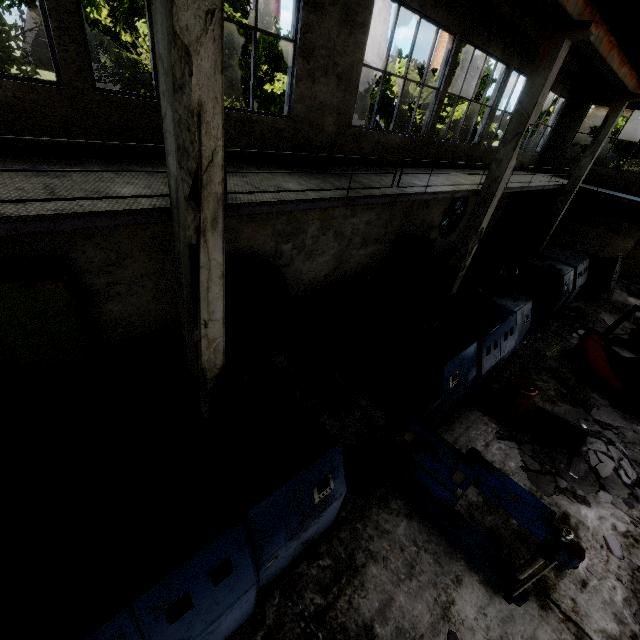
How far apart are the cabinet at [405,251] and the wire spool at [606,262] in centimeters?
790cm

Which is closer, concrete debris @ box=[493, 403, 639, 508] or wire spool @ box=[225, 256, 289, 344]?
concrete debris @ box=[493, 403, 639, 508]

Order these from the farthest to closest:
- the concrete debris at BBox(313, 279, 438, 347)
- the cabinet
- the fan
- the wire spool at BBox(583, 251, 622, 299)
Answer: the fan
the wire spool at BBox(583, 251, 622, 299)
the cabinet
the concrete debris at BBox(313, 279, 438, 347)

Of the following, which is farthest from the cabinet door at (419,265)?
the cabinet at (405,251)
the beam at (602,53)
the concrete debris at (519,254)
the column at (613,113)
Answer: the column at (613,113)

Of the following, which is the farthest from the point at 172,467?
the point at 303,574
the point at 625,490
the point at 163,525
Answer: the point at 625,490

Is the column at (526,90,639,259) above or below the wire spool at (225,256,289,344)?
above

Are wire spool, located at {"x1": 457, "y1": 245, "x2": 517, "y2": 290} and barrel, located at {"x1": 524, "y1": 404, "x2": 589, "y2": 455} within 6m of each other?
yes

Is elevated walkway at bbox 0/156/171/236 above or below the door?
above
